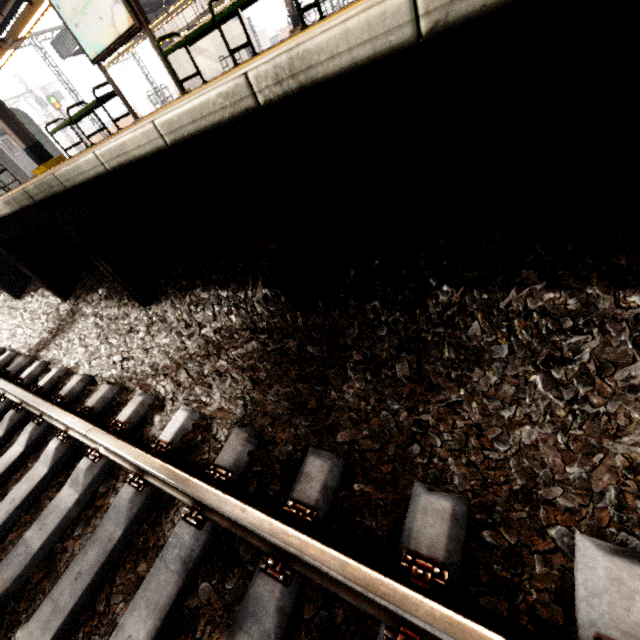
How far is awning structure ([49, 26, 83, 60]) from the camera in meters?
17.2

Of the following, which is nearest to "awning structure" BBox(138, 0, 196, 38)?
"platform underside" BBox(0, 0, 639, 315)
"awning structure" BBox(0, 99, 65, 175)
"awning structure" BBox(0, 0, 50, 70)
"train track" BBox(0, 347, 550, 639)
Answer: "awning structure" BBox(0, 0, 50, 70)

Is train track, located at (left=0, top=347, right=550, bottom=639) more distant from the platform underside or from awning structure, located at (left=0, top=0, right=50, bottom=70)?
awning structure, located at (left=0, top=0, right=50, bottom=70)

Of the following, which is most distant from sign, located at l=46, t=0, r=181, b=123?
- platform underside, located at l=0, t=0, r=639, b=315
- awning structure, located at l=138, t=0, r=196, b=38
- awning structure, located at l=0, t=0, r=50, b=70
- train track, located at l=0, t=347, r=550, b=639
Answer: awning structure, located at l=138, t=0, r=196, b=38

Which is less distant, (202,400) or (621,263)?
(621,263)

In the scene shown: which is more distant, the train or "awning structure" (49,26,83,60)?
the train

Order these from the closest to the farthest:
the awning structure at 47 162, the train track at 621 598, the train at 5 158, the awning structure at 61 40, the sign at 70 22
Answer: the train track at 621 598, the sign at 70 22, the awning structure at 47 162, the awning structure at 61 40, the train at 5 158

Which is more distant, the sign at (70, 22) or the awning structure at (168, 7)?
the awning structure at (168, 7)
